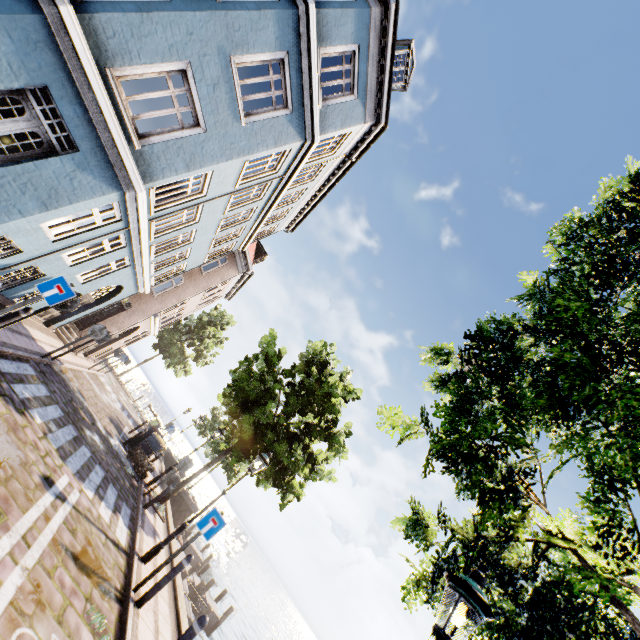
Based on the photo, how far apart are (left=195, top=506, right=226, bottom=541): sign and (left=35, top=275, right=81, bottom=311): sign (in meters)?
5.33

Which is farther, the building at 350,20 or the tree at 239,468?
the tree at 239,468

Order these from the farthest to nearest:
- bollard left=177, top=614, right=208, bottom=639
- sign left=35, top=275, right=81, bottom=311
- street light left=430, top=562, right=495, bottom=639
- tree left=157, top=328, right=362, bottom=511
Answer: tree left=157, top=328, right=362, bottom=511 < sign left=35, top=275, right=81, bottom=311 < bollard left=177, top=614, right=208, bottom=639 < street light left=430, top=562, right=495, bottom=639

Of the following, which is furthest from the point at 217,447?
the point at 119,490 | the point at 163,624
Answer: the point at 163,624

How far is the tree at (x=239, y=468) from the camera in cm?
1278

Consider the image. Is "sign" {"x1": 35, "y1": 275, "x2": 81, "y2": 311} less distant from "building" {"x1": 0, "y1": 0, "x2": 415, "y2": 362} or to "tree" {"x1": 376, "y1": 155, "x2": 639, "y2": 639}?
"building" {"x1": 0, "y1": 0, "x2": 415, "y2": 362}

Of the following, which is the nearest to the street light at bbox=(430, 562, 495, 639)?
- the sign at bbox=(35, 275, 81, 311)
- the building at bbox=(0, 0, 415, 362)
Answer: the sign at bbox=(35, 275, 81, 311)

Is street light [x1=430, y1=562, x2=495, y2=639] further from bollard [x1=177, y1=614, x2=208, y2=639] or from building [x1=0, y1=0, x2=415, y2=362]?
building [x1=0, y1=0, x2=415, y2=362]
